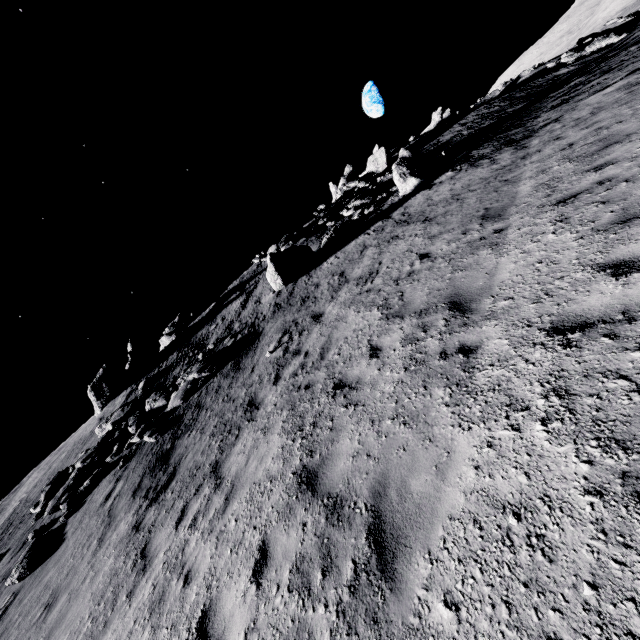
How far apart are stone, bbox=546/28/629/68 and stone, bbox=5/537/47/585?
48.9 meters

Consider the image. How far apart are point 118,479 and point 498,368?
13.6m

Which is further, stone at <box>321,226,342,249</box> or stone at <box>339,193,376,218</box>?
stone at <box>339,193,376,218</box>

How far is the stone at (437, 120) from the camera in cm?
3772

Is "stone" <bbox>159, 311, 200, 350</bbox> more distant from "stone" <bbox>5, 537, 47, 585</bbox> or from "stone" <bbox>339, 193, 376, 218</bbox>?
"stone" <bbox>5, 537, 47, 585</bbox>

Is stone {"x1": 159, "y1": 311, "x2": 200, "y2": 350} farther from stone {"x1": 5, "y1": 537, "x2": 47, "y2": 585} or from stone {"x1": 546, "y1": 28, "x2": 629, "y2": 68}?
stone {"x1": 546, "y1": 28, "x2": 629, "y2": 68}

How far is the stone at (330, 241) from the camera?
19.2m

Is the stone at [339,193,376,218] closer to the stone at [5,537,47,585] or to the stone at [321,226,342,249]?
the stone at [321,226,342,249]
